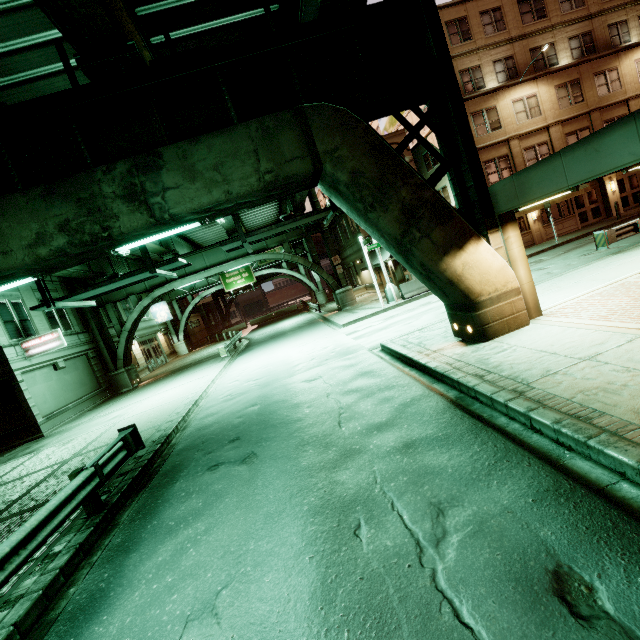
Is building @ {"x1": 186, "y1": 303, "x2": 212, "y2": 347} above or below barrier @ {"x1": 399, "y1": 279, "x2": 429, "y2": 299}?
above

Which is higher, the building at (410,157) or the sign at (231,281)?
the building at (410,157)

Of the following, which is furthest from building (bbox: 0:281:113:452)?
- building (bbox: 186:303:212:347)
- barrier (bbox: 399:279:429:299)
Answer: barrier (bbox: 399:279:429:299)

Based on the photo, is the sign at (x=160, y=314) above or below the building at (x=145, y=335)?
above

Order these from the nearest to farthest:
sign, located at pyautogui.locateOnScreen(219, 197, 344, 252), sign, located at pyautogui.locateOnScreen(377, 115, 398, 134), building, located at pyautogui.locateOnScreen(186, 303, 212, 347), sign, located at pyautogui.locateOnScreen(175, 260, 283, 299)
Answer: sign, located at pyautogui.locateOnScreen(219, 197, 344, 252)
sign, located at pyautogui.locateOnScreen(377, 115, 398, 134)
sign, located at pyautogui.locateOnScreen(175, 260, 283, 299)
building, located at pyautogui.locateOnScreen(186, 303, 212, 347)

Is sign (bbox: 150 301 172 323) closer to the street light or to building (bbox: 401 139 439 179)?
building (bbox: 401 139 439 179)

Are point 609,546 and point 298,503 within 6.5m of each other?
yes

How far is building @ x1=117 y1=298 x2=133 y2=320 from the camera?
31.27m
